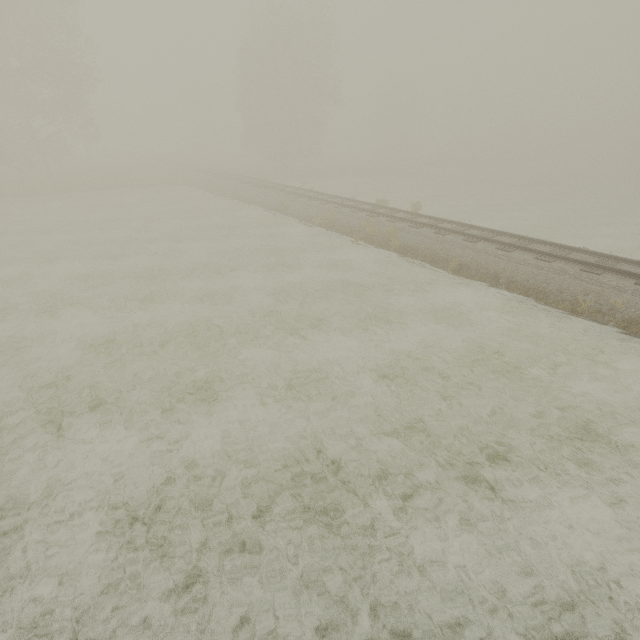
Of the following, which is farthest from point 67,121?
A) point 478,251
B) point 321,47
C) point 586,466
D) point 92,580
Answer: point 586,466

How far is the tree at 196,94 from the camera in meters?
58.6 m

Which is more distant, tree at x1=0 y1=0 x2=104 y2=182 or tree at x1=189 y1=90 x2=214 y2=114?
tree at x1=189 y1=90 x2=214 y2=114

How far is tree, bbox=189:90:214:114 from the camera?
58.6 meters

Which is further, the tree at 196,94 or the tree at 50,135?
the tree at 196,94
